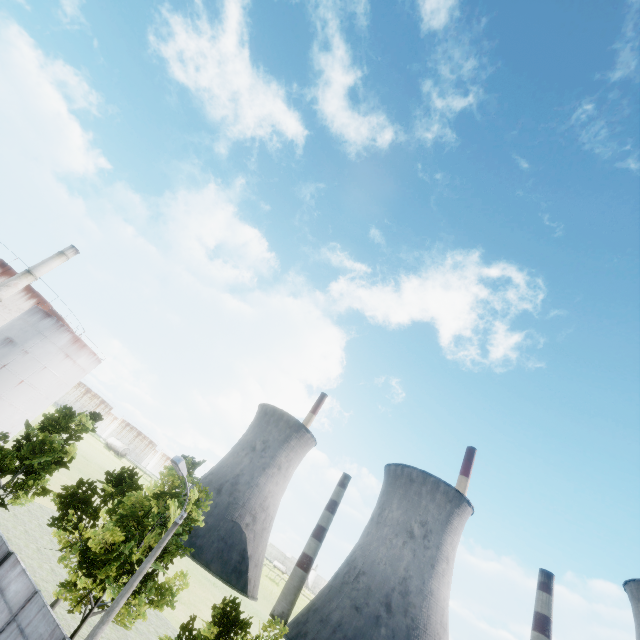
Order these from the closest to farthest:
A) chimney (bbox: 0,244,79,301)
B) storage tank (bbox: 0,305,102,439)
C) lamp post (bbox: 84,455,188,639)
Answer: lamp post (bbox: 84,455,188,639) < chimney (bbox: 0,244,79,301) < storage tank (bbox: 0,305,102,439)

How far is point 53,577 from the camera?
25.2 meters

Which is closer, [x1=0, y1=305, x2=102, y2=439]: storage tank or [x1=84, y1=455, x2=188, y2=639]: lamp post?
Answer: [x1=84, y1=455, x2=188, y2=639]: lamp post

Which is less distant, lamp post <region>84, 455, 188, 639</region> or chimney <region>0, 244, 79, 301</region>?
lamp post <region>84, 455, 188, 639</region>

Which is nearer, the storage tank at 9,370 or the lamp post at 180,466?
the lamp post at 180,466

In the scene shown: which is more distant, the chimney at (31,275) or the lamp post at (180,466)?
the chimney at (31,275)

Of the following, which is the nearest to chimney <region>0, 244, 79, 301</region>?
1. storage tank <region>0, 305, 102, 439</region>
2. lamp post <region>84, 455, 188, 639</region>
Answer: storage tank <region>0, 305, 102, 439</region>

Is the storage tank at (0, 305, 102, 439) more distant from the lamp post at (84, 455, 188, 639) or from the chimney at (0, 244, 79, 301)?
the lamp post at (84, 455, 188, 639)
